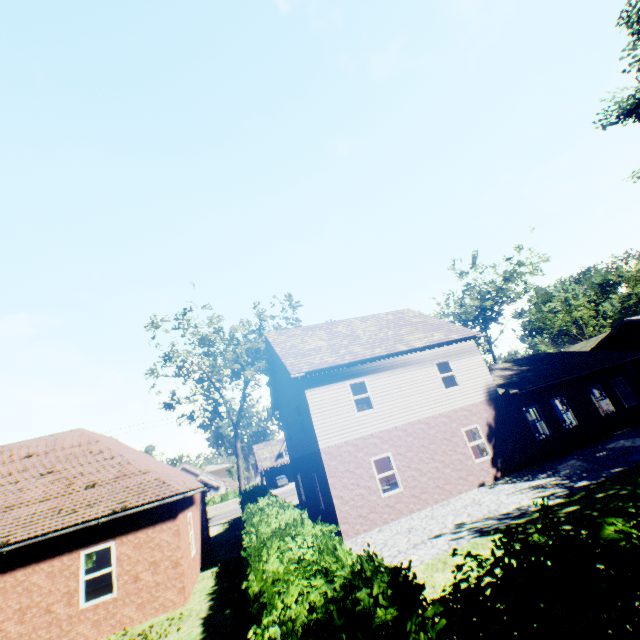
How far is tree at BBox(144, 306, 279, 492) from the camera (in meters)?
26.66

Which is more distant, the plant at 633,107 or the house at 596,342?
the house at 596,342

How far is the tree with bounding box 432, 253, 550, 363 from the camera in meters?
32.8 m

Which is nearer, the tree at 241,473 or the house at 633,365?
the tree at 241,473

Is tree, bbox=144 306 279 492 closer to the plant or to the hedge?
the hedge

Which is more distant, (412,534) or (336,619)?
Result: (412,534)

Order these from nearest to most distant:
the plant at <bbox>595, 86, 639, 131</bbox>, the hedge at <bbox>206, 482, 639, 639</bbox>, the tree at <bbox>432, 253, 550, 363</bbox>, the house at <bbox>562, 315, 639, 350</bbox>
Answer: the hedge at <bbox>206, 482, 639, 639</bbox> < the plant at <bbox>595, 86, 639, 131</bbox> < the house at <bbox>562, 315, 639, 350</bbox> < the tree at <bbox>432, 253, 550, 363</bbox>

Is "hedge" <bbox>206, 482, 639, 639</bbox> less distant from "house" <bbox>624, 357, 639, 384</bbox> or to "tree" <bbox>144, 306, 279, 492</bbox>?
"tree" <bbox>144, 306, 279, 492</bbox>
